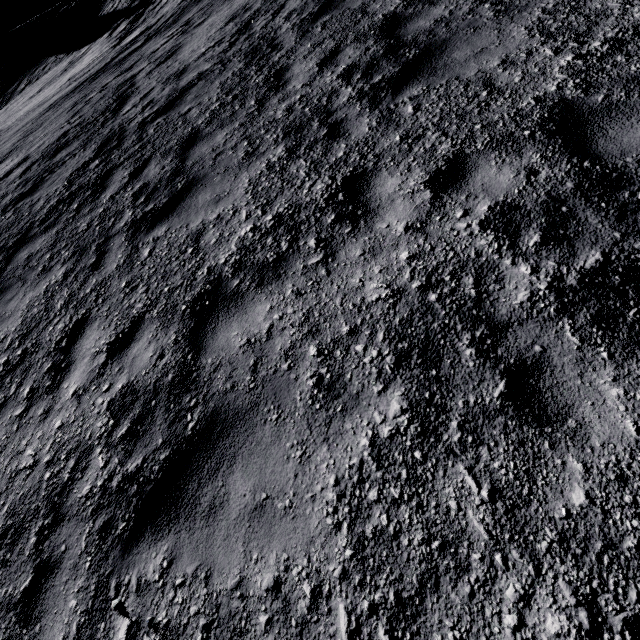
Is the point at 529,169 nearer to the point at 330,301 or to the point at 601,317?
the point at 601,317
